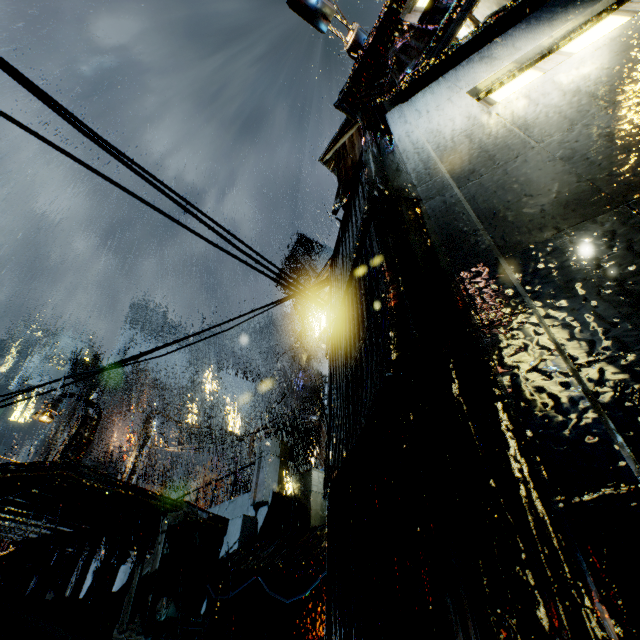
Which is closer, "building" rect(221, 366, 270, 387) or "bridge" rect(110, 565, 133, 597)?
"bridge" rect(110, 565, 133, 597)

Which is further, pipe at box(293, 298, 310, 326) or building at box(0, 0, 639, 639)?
pipe at box(293, 298, 310, 326)

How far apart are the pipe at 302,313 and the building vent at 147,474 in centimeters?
4351cm

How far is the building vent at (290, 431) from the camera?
21.9 meters

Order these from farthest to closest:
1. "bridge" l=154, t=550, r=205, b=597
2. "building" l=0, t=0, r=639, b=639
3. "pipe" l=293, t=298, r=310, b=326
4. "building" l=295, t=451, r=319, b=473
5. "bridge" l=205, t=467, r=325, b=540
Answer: "pipe" l=293, t=298, r=310, b=326, "building" l=295, t=451, r=319, b=473, "bridge" l=154, t=550, r=205, b=597, "bridge" l=205, t=467, r=325, b=540, "building" l=0, t=0, r=639, b=639

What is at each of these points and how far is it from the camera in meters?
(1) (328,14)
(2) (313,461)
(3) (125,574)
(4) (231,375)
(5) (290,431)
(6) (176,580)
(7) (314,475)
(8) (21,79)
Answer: (1) sign, 9.7
(2) building, 23.7
(3) bridge, 15.0
(4) building, 47.9
(5) building vent, 21.9
(6) bridge, 11.5
(7) bridge, 9.0
(8) power line, 2.7

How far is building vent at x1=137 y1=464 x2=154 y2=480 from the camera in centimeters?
5741cm

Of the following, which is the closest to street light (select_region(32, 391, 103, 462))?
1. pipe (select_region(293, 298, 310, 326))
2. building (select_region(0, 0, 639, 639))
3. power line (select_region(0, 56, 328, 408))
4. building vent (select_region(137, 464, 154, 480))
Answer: building (select_region(0, 0, 639, 639))
